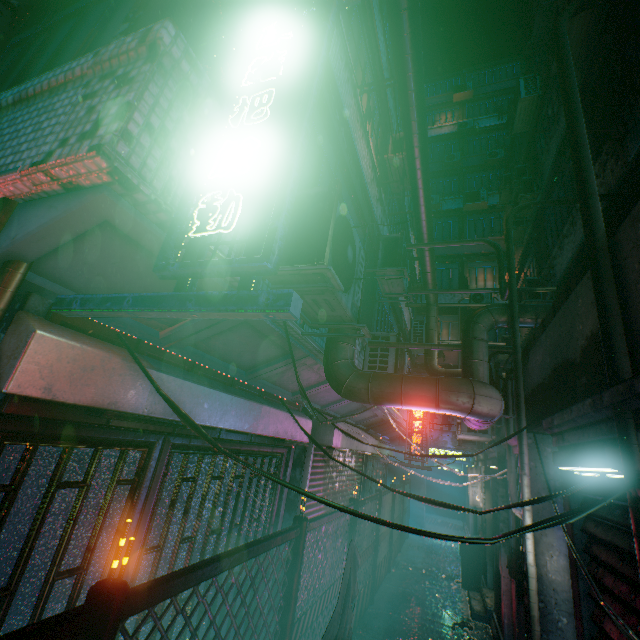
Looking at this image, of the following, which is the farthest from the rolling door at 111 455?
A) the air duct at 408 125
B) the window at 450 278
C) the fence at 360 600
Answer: the window at 450 278

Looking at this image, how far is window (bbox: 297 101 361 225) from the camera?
3.3 meters

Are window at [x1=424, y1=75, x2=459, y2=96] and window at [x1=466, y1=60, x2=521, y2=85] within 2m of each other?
yes

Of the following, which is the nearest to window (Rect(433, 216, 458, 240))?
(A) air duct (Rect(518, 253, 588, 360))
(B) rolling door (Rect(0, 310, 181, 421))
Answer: (A) air duct (Rect(518, 253, 588, 360))

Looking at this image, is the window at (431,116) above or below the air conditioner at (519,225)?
above

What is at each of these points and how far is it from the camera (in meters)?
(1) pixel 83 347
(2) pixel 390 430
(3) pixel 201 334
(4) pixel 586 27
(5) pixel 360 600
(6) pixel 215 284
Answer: (1) rolling door, 1.69
(2) building support, 10.37
(3) building support, 2.53
(4) air conditioner, 5.54
(5) fence, 5.10
(6) building support, 2.06

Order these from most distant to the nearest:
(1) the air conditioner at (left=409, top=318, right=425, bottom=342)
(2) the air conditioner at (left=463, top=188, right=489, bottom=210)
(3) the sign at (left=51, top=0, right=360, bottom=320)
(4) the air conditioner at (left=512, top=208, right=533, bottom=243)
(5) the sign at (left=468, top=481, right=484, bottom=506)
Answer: (2) the air conditioner at (left=463, top=188, right=489, bottom=210), (1) the air conditioner at (left=409, top=318, right=425, bottom=342), (4) the air conditioner at (left=512, top=208, right=533, bottom=243), (5) the sign at (left=468, top=481, right=484, bottom=506), (3) the sign at (left=51, top=0, right=360, bottom=320)

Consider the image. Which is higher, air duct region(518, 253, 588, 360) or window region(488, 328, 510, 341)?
window region(488, 328, 510, 341)
